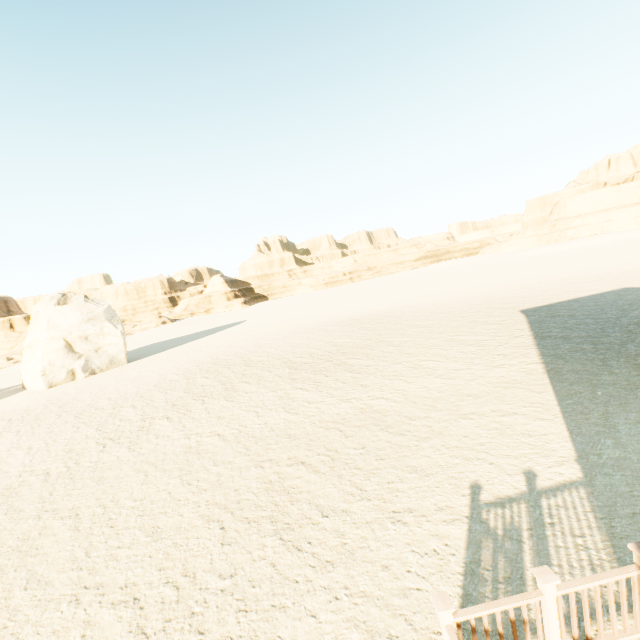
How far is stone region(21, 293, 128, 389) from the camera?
24.73m

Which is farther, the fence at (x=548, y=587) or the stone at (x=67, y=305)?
the stone at (x=67, y=305)

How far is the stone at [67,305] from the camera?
24.7 meters

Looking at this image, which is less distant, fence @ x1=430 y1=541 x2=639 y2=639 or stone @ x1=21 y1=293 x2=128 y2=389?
fence @ x1=430 y1=541 x2=639 y2=639

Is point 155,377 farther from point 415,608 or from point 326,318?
point 415,608
